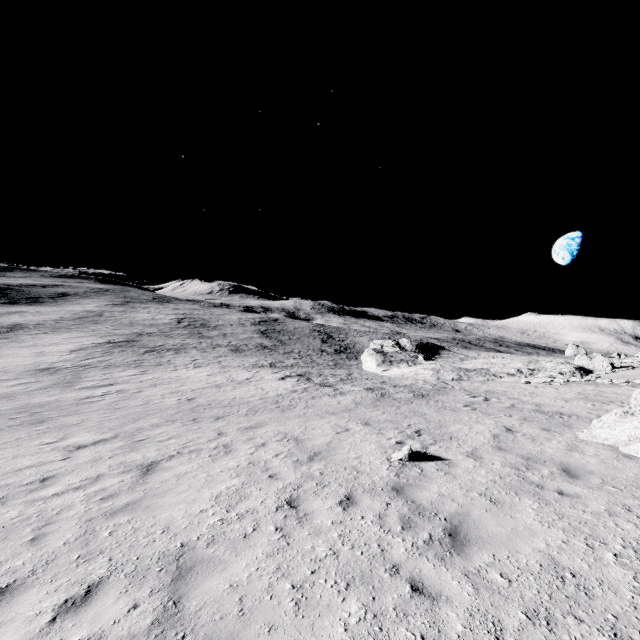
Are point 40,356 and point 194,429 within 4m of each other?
no

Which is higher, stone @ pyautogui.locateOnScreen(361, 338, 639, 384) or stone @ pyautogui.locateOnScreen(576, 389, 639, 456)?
stone @ pyautogui.locateOnScreen(576, 389, 639, 456)

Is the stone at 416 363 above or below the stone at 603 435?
below

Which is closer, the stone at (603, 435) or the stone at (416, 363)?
the stone at (603, 435)

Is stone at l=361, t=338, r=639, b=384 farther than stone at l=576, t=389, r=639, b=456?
Yes
